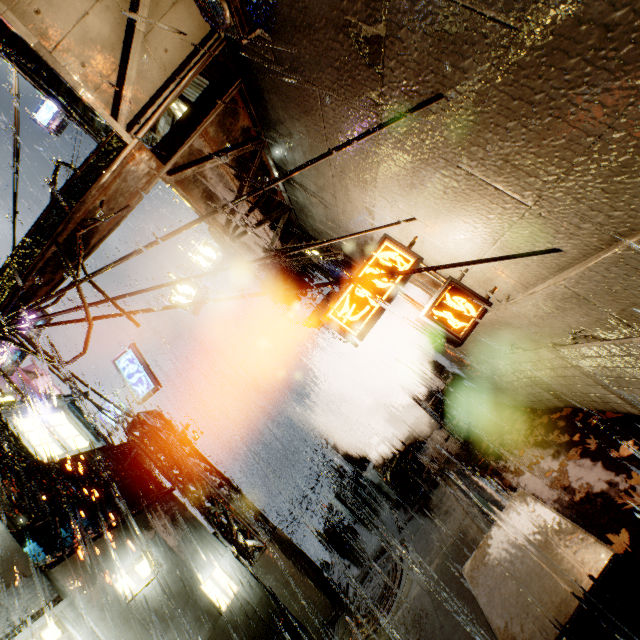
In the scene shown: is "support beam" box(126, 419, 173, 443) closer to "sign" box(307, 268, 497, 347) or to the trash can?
the trash can

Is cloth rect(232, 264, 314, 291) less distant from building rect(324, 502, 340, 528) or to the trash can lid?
A: building rect(324, 502, 340, 528)

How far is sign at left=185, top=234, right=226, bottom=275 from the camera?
13.7 meters

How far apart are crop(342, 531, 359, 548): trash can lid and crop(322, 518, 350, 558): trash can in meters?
0.0 m

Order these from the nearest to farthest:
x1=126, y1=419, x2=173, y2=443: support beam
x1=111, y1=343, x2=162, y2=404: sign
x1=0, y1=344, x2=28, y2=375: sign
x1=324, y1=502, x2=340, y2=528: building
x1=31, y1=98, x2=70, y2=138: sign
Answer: x1=126, y1=419, x2=173, y2=443: support beam → x1=111, y1=343, x2=162, y2=404: sign → x1=0, y1=344, x2=28, y2=375: sign → x1=31, y1=98, x2=70, y2=138: sign → x1=324, y1=502, x2=340, y2=528: building

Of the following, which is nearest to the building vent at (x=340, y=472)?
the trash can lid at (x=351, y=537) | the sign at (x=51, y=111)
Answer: the trash can lid at (x=351, y=537)

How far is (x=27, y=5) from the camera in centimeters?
305cm

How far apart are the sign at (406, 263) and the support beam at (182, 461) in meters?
9.3 m
